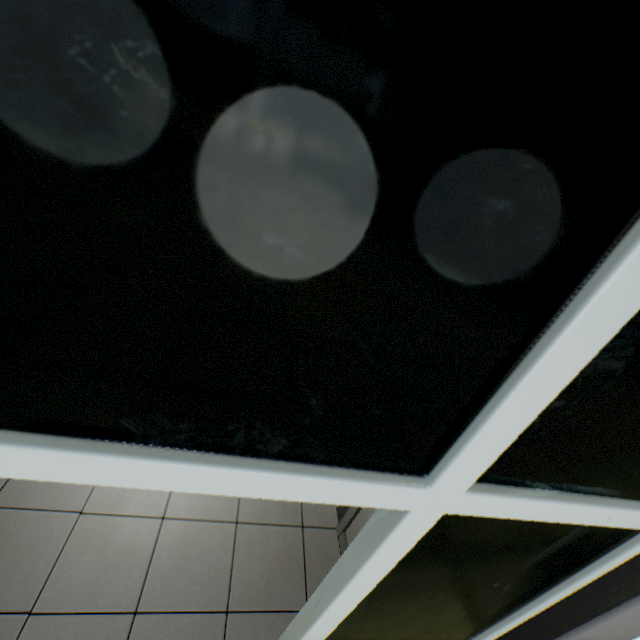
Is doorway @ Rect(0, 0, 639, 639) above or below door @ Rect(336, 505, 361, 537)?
above

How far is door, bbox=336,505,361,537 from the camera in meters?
2.3

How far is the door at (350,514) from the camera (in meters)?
2.30

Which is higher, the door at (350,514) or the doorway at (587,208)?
the doorway at (587,208)

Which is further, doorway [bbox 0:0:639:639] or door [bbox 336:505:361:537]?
door [bbox 336:505:361:537]

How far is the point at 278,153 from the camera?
0.28m
